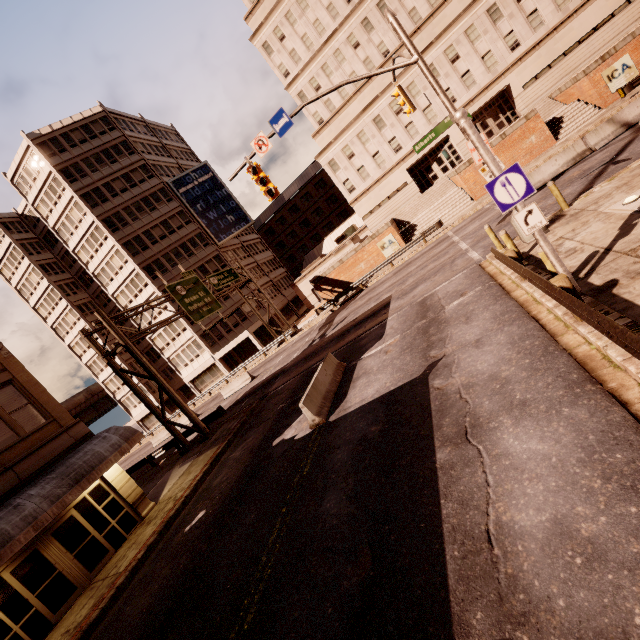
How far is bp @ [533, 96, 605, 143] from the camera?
25.2 meters

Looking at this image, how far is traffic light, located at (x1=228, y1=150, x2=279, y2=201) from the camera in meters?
13.4

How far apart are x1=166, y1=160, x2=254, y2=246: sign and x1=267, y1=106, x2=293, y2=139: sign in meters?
34.2 m

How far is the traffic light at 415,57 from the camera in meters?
10.8 m

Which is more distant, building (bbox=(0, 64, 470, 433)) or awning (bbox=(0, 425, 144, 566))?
building (bbox=(0, 64, 470, 433))

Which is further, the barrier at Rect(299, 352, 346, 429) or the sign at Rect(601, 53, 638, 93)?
the sign at Rect(601, 53, 638, 93)

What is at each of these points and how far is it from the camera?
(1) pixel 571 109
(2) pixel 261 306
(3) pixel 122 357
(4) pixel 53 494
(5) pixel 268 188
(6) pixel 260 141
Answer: (1) bp, 26.5m
(2) building, 45.9m
(3) building, 48.2m
(4) awning, 11.6m
(5) traffic light, 13.5m
(6) sign, 13.1m

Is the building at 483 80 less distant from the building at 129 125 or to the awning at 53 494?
the building at 129 125
